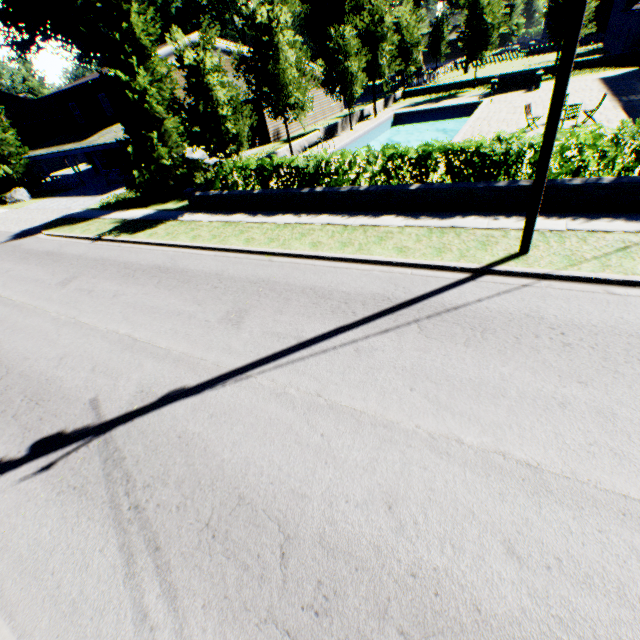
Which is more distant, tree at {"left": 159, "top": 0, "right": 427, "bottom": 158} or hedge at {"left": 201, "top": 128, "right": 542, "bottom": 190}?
tree at {"left": 159, "top": 0, "right": 427, "bottom": 158}

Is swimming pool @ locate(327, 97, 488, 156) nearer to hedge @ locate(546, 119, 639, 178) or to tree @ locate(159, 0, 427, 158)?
tree @ locate(159, 0, 427, 158)

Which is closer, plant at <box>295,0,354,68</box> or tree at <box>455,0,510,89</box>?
tree at <box>455,0,510,89</box>

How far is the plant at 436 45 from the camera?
53.0 meters

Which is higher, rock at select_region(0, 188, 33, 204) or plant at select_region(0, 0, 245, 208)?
plant at select_region(0, 0, 245, 208)

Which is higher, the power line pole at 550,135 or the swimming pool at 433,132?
the power line pole at 550,135

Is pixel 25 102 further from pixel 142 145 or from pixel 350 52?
pixel 350 52

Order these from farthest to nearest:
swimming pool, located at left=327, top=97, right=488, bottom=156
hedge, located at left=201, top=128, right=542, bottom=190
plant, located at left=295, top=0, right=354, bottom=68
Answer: plant, located at left=295, top=0, right=354, bottom=68
swimming pool, located at left=327, top=97, right=488, bottom=156
hedge, located at left=201, top=128, right=542, bottom=190
